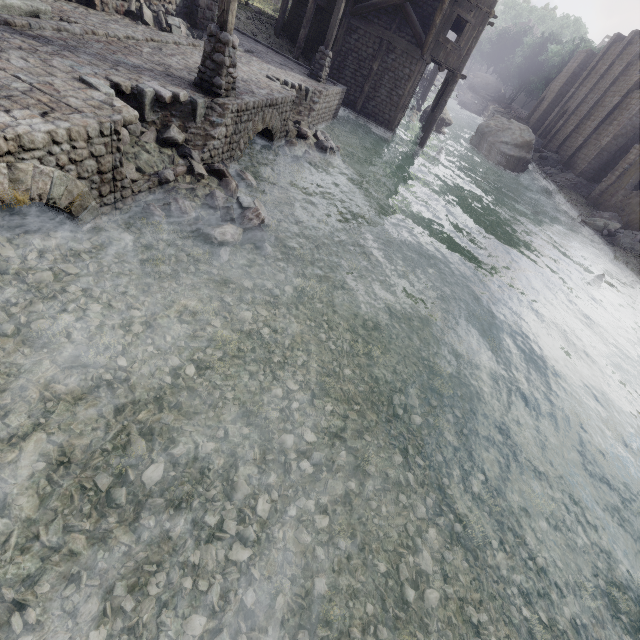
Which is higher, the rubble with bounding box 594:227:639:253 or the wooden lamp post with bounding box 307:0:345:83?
the wooden lamp post with bounding box 307:0:345:83

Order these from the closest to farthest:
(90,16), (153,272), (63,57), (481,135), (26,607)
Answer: (26,607)
(153,272)
(63,57)
(90,16)
(481,135)

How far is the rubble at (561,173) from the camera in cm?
3164

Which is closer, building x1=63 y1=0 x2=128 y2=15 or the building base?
the building base

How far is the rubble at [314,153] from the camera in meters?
12.1

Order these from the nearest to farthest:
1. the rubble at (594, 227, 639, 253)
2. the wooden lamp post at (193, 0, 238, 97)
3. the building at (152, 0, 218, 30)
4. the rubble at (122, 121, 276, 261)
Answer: the rubble at (122, 121, 276, 261), the wooden lamp post at (193, 0, 238, 97), the building at (152, 0, 218, 30), the rubble at (594, 227, 639, 253)

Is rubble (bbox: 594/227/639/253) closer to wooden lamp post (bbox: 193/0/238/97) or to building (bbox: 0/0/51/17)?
building (bbox: 0/0/51/17)

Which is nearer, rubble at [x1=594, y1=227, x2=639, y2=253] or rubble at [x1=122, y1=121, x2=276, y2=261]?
rubble at [x1=122, y1=121, x2=276, y2=261]
